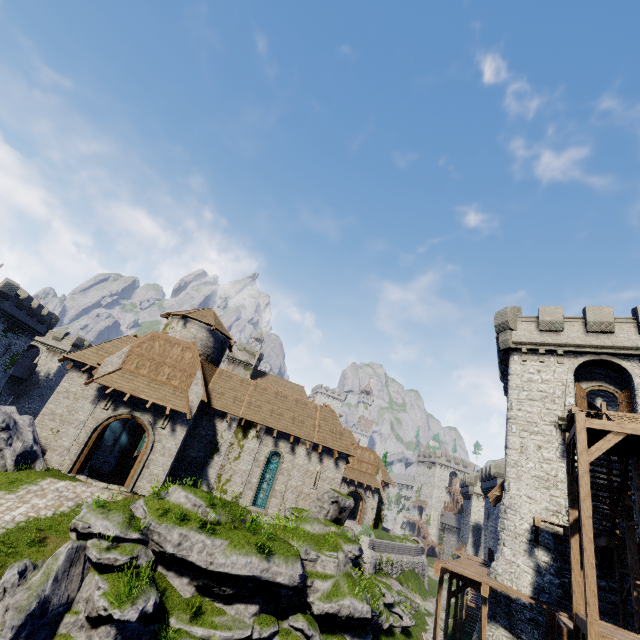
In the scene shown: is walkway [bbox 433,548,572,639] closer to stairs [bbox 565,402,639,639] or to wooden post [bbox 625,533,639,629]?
stairs [bbox 565,402,639,639]

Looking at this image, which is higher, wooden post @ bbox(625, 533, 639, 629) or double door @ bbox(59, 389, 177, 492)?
wooden post @ bbox(625, 533, 639, 629)

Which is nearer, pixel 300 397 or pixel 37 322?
pixel 300 397

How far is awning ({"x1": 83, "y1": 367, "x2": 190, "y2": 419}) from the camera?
19.08m

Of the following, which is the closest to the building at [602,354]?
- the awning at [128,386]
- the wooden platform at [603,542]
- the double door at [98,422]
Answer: the wooden platform at [603,542]

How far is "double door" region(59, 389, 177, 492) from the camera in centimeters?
1809cm

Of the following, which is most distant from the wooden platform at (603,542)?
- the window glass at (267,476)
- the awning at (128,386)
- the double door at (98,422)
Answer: the double door at (98,422)

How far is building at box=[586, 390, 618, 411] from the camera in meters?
25.0 m
